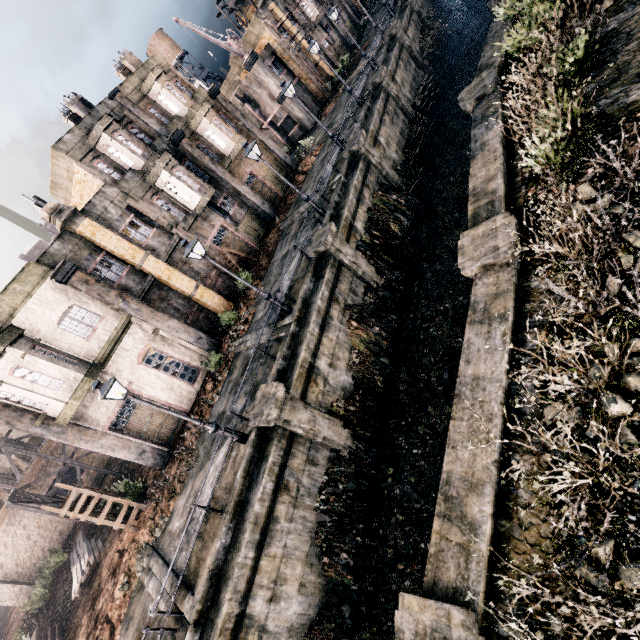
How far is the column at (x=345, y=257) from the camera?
16.4m

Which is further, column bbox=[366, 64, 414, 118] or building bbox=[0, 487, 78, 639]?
column bbox=[366, 64, 414, 118]

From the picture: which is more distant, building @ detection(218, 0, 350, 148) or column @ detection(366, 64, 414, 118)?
building @ detection(218, 0, 350, 148)

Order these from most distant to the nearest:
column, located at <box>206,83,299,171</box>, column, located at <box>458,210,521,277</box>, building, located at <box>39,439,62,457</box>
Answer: column, located at <box>206,83,299,171</box>
building, located at <box>39,439,62,457</box>
column, located at <box>458,210,521,277</box>

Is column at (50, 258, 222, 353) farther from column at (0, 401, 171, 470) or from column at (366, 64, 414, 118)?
column at (366, 64, 414, 118)

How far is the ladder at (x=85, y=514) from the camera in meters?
15.5

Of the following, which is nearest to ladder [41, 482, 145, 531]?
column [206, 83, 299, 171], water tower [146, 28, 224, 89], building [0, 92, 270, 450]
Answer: building [0, 92, 270, 450]

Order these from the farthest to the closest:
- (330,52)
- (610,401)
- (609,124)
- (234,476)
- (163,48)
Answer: (163,48) < (330,52) < (234,476) < (609,124) < (610,401)
